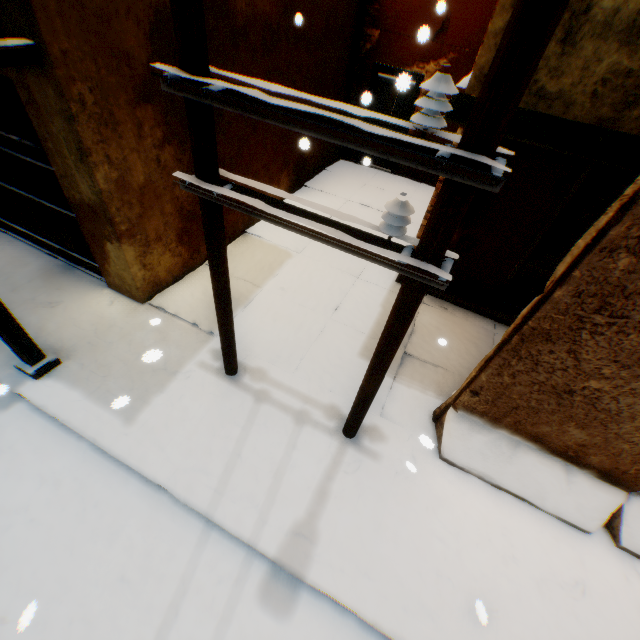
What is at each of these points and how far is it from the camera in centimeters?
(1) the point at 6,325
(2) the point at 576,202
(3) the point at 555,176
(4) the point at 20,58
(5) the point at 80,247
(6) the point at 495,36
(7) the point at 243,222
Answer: (1) wooden beam, 354cm
(2) rolling overhead door, 463cm
(3) building, 449cm
(4) wooden beam, 282cm
(5) wooden gate, 508cm
(6) balcony, 221cm
(7) building, 680cm

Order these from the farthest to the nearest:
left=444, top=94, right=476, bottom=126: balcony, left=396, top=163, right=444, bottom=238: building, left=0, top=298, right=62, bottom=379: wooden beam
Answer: left=396, top=163, right=444, bottom=238: building < left=0, top=298, right=62, bottom=379: wooden beam < left=444, top=94, right=476, bottom=126: balcony

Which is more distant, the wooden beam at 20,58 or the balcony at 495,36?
the wooden beam at 20,58

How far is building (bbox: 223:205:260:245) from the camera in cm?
621

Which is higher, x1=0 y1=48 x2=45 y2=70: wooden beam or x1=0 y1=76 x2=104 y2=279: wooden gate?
x1=0 y1=48 x2=45 y2=70: wooden beam

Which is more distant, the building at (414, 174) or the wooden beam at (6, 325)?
the building at (414, 174)

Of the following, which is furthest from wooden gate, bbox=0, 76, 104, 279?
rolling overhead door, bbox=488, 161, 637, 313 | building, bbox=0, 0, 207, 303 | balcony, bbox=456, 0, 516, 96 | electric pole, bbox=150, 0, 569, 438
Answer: rolling overhead door, bbox=488, 161, 637, 313
